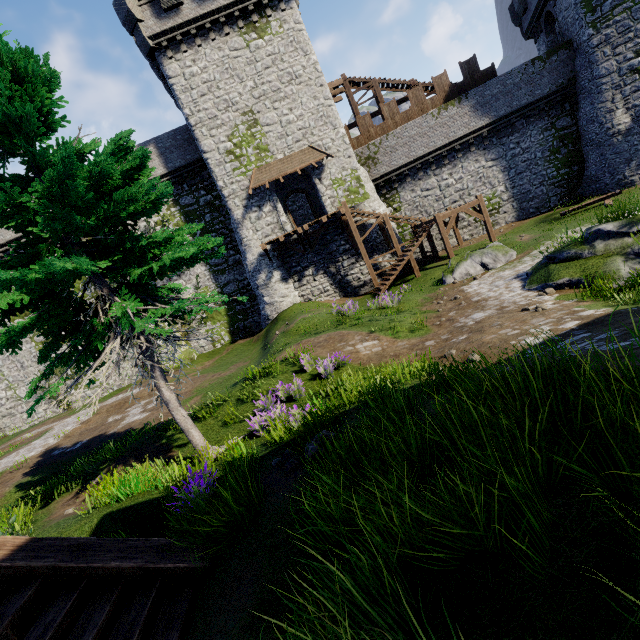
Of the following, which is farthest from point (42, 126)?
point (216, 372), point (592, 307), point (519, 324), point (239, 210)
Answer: point (239, 210)

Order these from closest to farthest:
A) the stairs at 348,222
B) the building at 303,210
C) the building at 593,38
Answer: the building at 593,38 → the stairs at 348,222 → the building at 303,210

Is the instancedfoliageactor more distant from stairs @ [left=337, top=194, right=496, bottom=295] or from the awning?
the awning

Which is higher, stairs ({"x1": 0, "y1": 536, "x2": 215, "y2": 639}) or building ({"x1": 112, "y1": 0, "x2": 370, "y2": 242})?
building ({"x1": 112, "y1": 0, "x2": 370, "y2": 242})

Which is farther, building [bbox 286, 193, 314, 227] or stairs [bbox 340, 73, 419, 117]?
building [bbox 286, 193, 314, 227]

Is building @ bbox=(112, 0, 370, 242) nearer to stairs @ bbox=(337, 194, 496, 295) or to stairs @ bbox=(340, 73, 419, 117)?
stairs @ bbox=(337, 194, 496, 295)

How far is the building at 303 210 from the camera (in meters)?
30.50

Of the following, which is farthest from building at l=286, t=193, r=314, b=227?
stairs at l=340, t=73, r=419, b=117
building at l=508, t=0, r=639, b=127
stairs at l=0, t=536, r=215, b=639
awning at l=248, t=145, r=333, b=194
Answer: stairs at l=0, t=536, r=215, b=639
